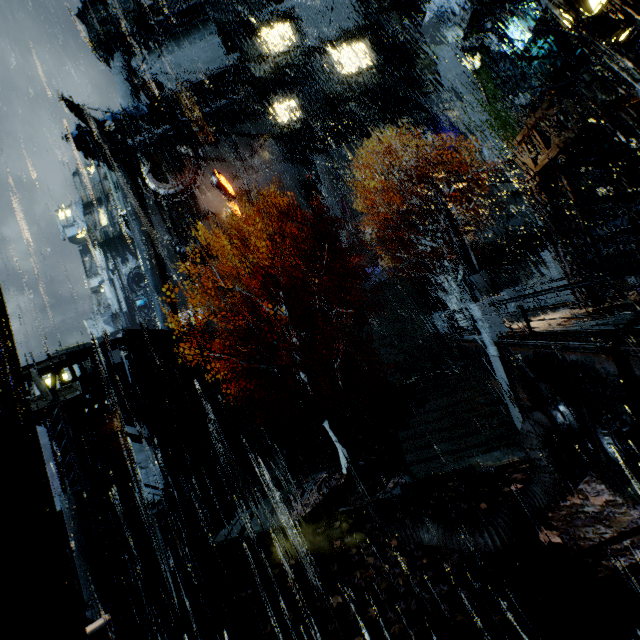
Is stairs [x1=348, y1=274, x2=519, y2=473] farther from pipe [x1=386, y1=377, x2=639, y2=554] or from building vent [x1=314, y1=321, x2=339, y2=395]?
pipe [x1=386, y1=377, x2=639, y2=554]

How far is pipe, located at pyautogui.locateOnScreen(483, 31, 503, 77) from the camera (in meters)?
24.45

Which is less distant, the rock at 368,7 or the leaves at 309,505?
the leaves at 309,505

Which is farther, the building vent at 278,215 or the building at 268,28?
the building vent at 278,215

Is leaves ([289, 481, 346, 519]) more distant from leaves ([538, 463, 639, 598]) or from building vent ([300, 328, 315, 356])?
building vent ([300, 328, 315, 356])

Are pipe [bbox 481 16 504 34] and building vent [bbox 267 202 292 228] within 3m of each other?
no

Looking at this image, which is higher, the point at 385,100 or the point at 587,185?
the point at 385,100

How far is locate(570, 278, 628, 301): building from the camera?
12.3 meters
